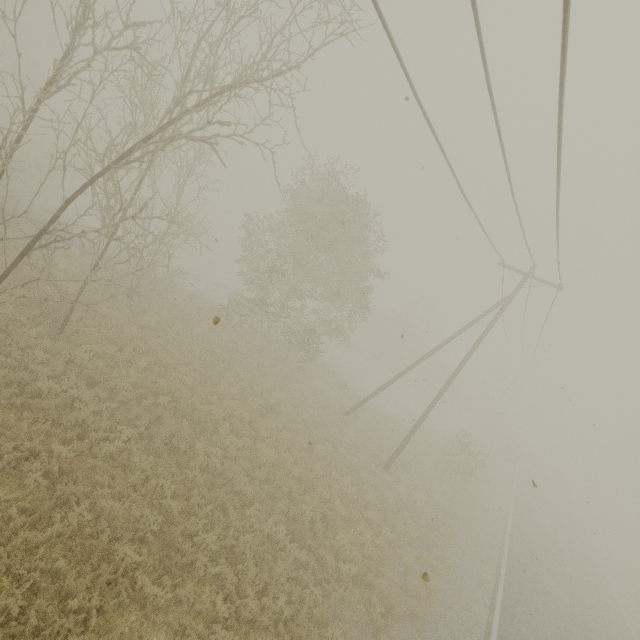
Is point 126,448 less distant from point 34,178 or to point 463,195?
point 463,195
